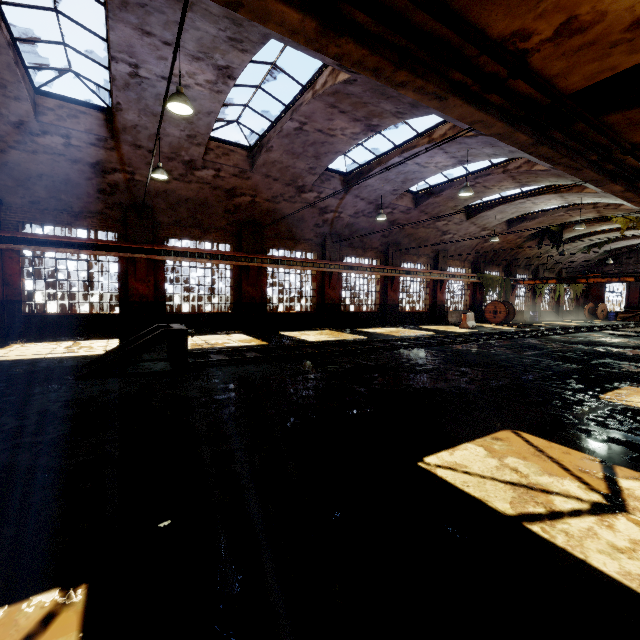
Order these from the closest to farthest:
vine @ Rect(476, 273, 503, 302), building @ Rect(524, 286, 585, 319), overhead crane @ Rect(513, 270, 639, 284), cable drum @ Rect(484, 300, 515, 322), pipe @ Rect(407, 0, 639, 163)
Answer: pipe @ Rect(407, 0, 639, 163) < overhead crane @ Rect(513, 270, 639, 284) < cable drum @ Rect(484, 300, 515, 322) < vine @ Rect(476, 273, 503, 302) < building @ Rect(524, 286, 585, 319)

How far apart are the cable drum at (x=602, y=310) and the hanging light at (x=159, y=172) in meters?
43.1 m

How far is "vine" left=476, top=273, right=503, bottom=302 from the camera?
26.37m

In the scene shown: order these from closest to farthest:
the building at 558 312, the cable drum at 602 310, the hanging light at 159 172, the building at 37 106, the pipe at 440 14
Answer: the pipe at 440 14 < the building at 37 106 < the hanging light at 159 172 < the building at 558 312 < the cable drum at 602 310

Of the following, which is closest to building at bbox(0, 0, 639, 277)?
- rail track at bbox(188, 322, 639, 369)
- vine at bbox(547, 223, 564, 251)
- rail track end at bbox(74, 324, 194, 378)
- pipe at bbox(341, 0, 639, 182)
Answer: vine at bbox(547, 223, 564, 251)

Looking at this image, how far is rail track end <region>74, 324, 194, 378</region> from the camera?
7.0m

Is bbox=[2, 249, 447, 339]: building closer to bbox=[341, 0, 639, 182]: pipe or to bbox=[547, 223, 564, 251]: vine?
bbox=[547, 223, 564, 251]: vine

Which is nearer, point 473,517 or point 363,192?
point 473,517
